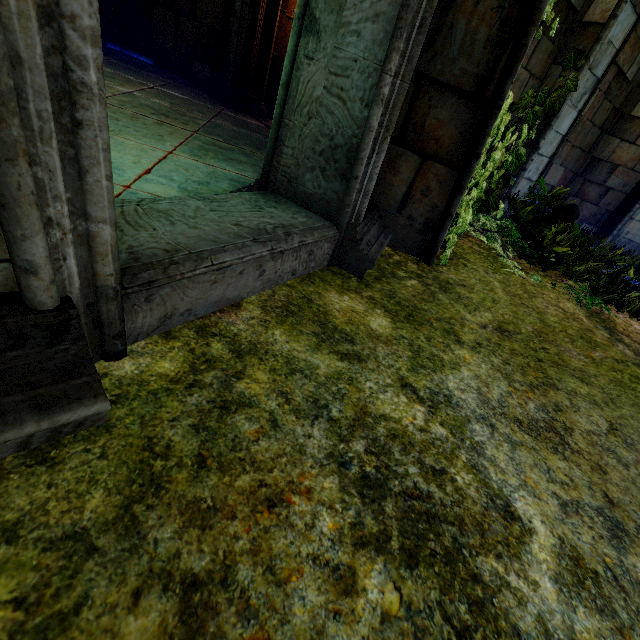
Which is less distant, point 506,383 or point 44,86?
point 44,86

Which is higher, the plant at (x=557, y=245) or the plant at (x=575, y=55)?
the plant at (x=575, y=55)

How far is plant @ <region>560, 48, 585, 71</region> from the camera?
2.6m

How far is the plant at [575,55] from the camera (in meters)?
2.61

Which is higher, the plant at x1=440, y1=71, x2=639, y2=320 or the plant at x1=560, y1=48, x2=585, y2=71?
the plant at x1=560, y1=48, x2=585, y2=71
